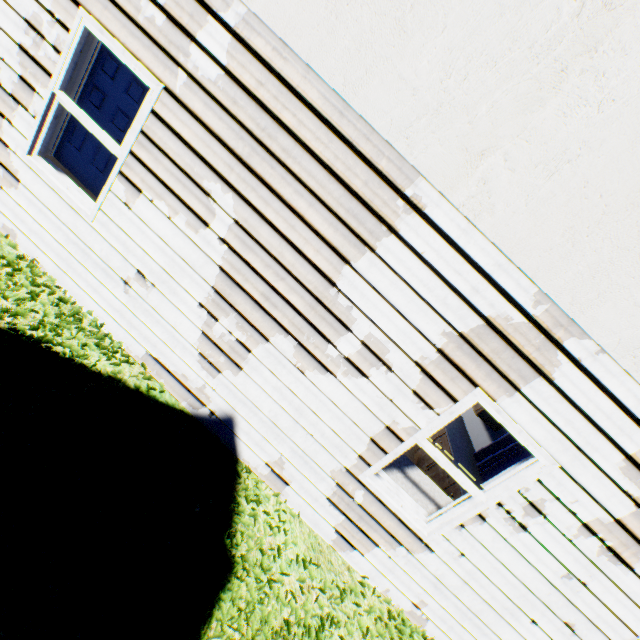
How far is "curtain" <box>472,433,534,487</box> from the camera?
5.51m

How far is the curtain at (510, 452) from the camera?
5.51m

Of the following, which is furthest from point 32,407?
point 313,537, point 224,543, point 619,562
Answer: point 619,562
